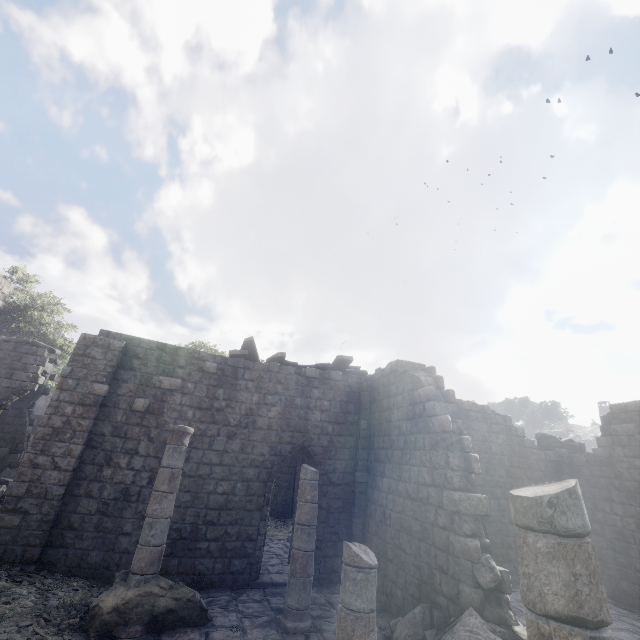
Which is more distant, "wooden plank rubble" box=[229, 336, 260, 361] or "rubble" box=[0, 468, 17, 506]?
"rubble" box=[0, 468, 17, 506]

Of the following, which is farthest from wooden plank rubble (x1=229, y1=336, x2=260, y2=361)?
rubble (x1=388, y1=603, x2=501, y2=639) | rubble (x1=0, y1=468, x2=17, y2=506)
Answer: rubble (x1=388, y1=603, x2=501, y2=639)

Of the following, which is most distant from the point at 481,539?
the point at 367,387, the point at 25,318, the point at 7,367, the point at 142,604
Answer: the point at 25,318

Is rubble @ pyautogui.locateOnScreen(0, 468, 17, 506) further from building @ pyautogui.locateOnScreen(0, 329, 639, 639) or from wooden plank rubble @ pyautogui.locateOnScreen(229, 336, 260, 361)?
wooden plank rubble @ pyautogui.locateOnScreen(229, 336, 260, 361)

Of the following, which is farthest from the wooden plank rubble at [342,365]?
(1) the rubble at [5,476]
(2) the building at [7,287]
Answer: (1) the rubble at [5,476]

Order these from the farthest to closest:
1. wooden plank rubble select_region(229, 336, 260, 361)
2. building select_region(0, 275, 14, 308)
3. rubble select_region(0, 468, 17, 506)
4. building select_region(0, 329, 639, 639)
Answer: building select_region(0, 275, 14, 308) < rubble select_region(0, 468, 17, 506) < wooden plank rubble select_region(229, 336, 260, 361) < building select_region(0, 329, 639, 639)

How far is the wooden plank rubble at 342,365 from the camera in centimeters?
1226cm

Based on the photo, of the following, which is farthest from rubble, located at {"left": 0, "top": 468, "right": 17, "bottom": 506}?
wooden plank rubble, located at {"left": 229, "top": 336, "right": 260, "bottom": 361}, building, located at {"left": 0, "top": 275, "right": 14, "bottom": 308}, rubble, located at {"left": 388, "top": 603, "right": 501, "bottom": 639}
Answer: rubble, located at {"left": 388, "top": 603, "right": 501, "bottom": 639}
